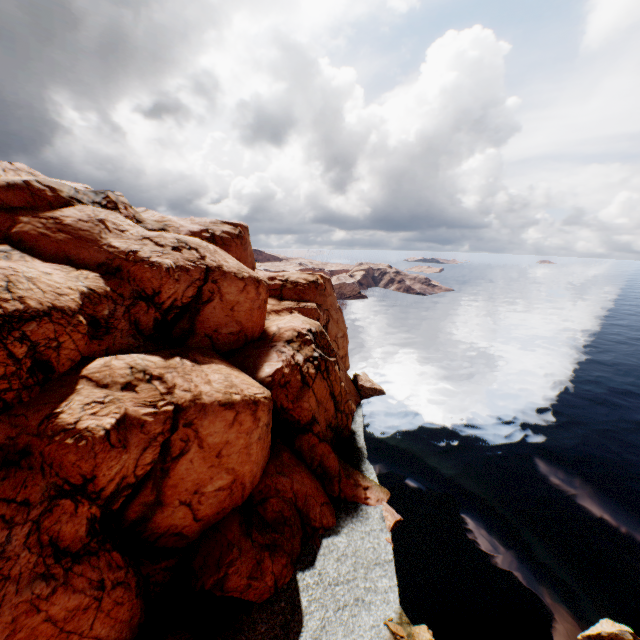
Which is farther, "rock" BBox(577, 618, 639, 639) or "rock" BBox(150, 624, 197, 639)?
"rock" BBox(577, 618, 639, 639)

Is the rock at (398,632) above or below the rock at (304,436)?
below

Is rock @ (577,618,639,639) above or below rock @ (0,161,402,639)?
below

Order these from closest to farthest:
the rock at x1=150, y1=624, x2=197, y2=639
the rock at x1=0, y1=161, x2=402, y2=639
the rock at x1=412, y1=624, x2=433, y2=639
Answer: the rock at x1=0, y1=161, x2=402, y2=639
the rock at x1=150, y1=624, x2=197, y2=639
the rock at x1=412, y1=624, x2=433, y2=639

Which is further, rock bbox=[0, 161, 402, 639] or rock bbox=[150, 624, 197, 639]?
rock bbox=[150, 624, 197, 639]

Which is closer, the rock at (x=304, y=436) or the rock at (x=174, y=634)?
the rock at (x=304, y=436)

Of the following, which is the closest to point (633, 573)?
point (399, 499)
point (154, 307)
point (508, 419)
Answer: point (399, 499)
